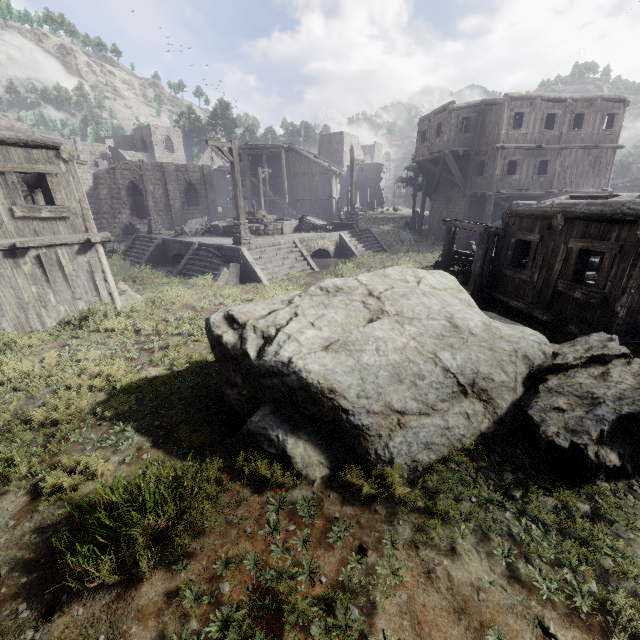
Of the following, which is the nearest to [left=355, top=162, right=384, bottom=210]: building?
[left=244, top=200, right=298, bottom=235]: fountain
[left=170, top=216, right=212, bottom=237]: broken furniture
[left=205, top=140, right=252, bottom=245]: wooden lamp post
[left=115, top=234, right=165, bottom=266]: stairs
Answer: [left=115, top=234, right=165, bottom=266]: stairs

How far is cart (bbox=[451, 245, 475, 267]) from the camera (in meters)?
15.21

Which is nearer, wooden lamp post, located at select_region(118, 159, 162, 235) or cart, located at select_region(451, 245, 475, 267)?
cart, located at select_region(451, 245, 475, 267)

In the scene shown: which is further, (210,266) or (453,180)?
(453,180)

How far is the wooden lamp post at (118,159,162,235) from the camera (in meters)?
20.72

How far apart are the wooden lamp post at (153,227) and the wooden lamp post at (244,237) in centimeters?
908cm

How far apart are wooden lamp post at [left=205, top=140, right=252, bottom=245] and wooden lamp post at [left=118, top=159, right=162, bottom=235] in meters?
9.1 m

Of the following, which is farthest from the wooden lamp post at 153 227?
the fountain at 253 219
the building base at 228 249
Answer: the fountain at 253 219
